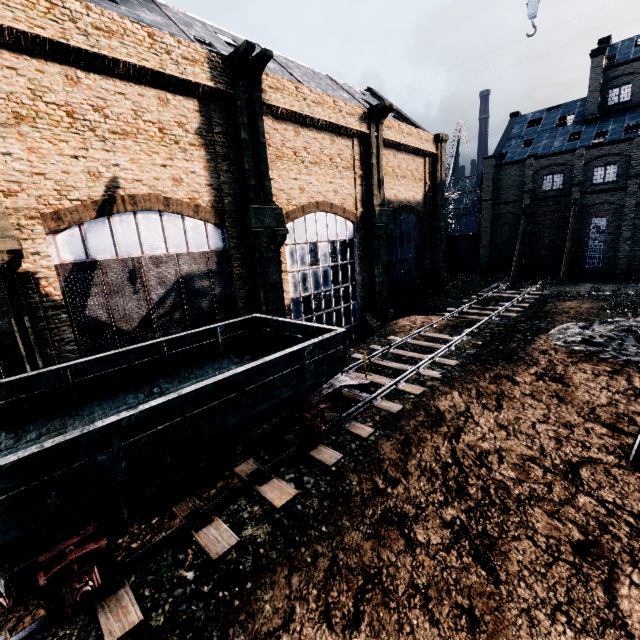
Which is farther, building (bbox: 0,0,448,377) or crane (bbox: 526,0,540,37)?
building (bbox: 0,0,448,377)

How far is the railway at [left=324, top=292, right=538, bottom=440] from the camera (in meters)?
12.16

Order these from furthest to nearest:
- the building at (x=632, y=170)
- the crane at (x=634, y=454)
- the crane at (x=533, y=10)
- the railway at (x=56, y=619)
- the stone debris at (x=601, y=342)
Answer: the building at (x=632, y=170) → the stone debris at (x=601, y=342) → the crane at (x=533, y=10) → the crane at (x=634, y=454) → the railway at (x=56, y=619)

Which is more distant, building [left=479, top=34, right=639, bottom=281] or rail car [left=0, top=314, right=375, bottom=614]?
building [left=479, top=34, right=639, bottom=281]

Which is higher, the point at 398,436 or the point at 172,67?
the point at 172,67

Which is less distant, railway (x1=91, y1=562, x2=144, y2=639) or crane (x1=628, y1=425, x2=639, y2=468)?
railway (x1=91, y1=562, x2=144, y2=639)

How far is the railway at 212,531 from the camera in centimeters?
752cm

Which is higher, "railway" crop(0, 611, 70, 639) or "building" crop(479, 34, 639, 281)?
"building" crop(479, 34, 639, 281)
